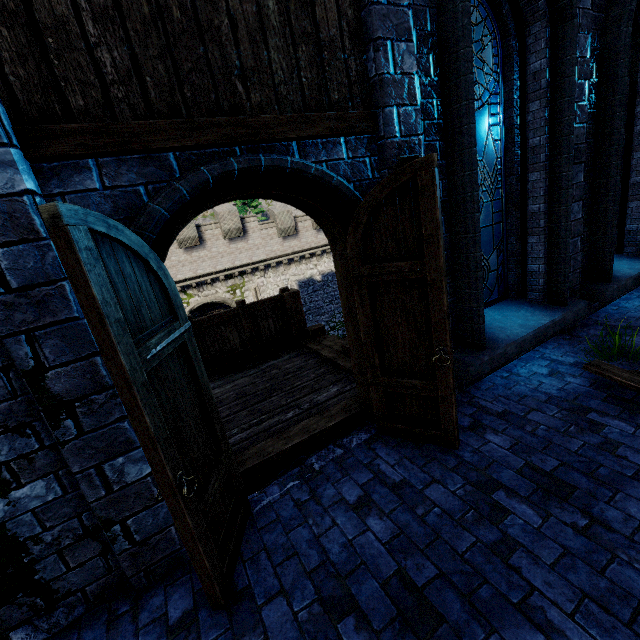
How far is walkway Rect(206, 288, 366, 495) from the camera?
3.56m

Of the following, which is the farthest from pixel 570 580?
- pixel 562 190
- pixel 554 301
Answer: pixel 562 190

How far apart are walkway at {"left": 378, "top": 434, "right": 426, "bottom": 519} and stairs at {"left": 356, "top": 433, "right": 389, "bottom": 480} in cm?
0

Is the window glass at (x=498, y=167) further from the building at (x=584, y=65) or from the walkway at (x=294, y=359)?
the walkway at (x=294, y=359)

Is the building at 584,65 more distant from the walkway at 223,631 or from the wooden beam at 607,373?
the wooden beam at 607,373

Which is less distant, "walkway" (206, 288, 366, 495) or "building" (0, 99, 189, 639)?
"building" (0, 99, 189, 639)

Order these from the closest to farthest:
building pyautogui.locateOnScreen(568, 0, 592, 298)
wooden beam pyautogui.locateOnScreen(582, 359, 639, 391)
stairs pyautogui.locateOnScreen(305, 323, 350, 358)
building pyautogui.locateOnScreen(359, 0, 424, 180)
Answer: building pyautogui.locateOnScreen(359, 0, 424, 180)
wooden beam pyautogui.locateOnScreen(582, 359, 639, 391)
building pyautogui.locateOnScreen(568, 0, 592, 298)
stairs pyautogui.locateOnScreen(305, 323, 350, 358)
